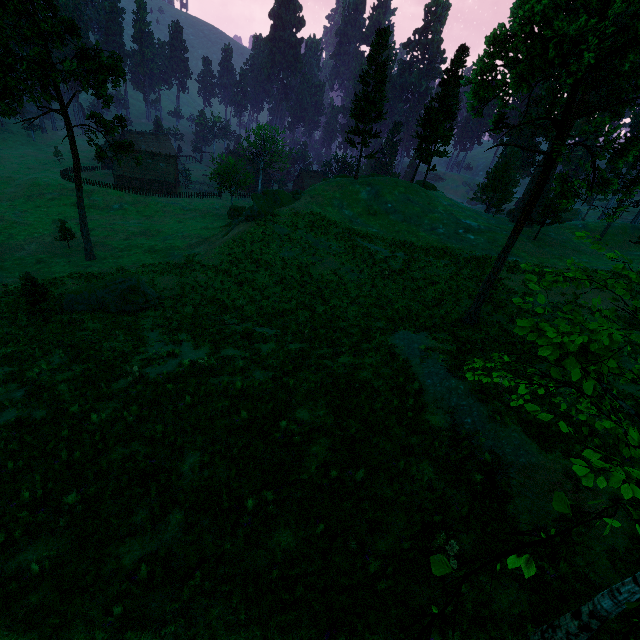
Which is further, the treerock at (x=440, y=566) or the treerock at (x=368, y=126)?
the treerock at (x=368, y=126)

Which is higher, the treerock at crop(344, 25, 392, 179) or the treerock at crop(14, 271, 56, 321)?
the treerock at crop(344, 25, 392, 179)

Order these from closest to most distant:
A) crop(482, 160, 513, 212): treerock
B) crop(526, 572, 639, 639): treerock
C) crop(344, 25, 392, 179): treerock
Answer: crop(526, 572, 639, 639): treerock
crop(344, 25, 392, 179): treerock
crop(482, 160, 513, 212): treerock

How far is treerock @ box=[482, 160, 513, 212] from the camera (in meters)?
49.69

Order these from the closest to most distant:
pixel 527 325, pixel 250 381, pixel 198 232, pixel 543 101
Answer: pixel 527 325 → pixel 250 381 → pixel 543 101 → pixel 198 232

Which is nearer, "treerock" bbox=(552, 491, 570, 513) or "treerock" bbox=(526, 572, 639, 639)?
"treerock" bbox=(552, 491, 570, 513)
